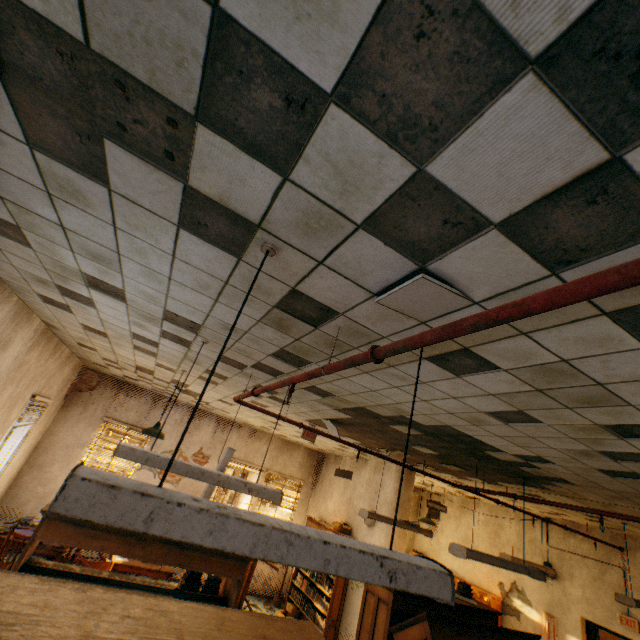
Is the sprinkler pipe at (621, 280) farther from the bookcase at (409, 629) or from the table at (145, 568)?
the table at (145, 568)

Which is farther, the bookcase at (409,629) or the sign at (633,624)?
the sign at (633,624)

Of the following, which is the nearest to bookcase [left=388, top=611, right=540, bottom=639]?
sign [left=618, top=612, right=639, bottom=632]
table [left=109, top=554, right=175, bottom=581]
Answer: sign [left=618, top=612, right=639, bottom=632]

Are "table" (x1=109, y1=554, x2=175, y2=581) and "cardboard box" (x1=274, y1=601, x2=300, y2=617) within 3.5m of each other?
yes

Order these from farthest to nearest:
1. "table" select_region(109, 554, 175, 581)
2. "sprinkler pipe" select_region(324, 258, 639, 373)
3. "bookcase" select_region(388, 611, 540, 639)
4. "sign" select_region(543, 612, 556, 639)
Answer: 1. "sign" select_region(543, 612, 556, 639)
2. "table" select_region(109, 554, 175, 581)
3. "bookcase" select_region(388, 611, 540, 639)
4. "sprinkler pipe" select_region(324, 258, 639, 373)

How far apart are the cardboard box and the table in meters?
2.9

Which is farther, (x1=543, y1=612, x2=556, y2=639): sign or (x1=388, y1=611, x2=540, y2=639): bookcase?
(x1=543, y1=612, x2=556, y2=639): sign

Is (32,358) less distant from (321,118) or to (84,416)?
(84,416)
